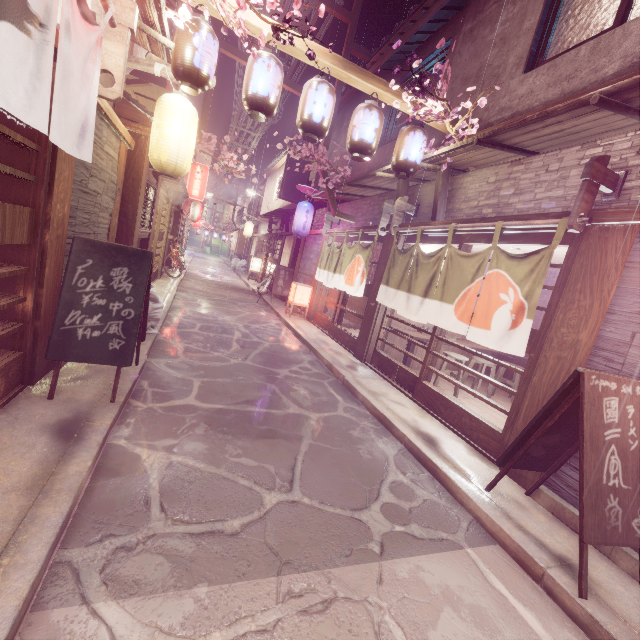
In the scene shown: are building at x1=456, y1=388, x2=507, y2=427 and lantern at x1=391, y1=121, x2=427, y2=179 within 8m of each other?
yes

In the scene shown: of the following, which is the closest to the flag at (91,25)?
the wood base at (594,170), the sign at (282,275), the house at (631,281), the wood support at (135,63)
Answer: the wood support at (135,63)

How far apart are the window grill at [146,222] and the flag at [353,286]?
8.37m

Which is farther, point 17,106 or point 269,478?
point 269,478

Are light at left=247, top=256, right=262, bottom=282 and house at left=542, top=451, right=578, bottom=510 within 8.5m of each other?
no

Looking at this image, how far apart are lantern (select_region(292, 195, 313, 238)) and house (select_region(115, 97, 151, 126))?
9.4m

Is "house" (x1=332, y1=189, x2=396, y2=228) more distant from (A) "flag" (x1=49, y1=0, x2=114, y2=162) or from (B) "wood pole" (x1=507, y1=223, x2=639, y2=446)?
(A) "flag" (x1=49, y1=0, x2=114, y2=162)

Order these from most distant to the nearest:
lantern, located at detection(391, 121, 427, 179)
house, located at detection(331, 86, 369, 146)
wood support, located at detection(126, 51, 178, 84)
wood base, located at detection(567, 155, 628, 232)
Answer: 1. house, located at detection(331, 86, 369, 146)
2. lantern, located at detection(391, 121, 427, 179)
3. wood support, located at detection(126, 51, 178, 84)
4. wood base, located at detection(567, 155, 628, 232)
